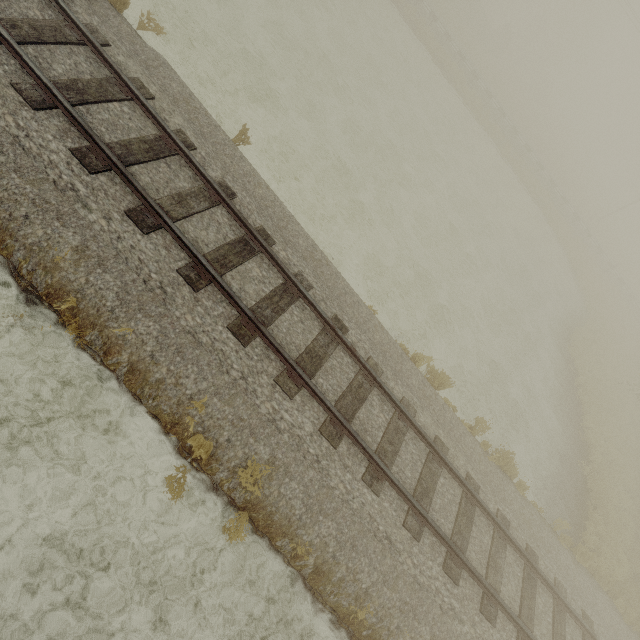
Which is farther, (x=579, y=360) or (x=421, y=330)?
(x=579, y=360)
